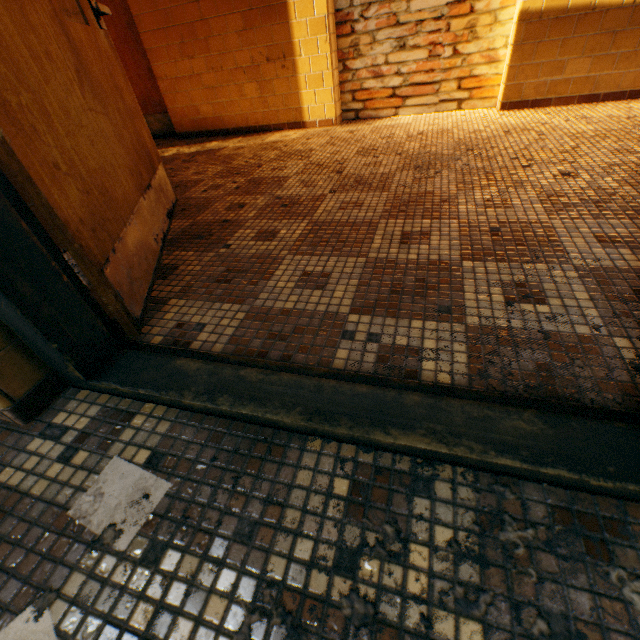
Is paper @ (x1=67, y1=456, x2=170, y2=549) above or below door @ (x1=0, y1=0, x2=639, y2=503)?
below

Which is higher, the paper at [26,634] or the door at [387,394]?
the door at [387,394]

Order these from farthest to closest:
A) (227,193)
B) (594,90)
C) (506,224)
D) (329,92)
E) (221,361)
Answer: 1. (329,92)
2. (594,90)
3. (227,193)
4. (506,224)
5. (221,361)

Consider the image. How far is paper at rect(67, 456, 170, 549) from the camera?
0.7m

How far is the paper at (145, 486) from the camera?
0.7 meters

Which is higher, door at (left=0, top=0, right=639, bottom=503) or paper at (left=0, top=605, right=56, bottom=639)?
door at (left=0, top=0, right=639, bottom=503)
